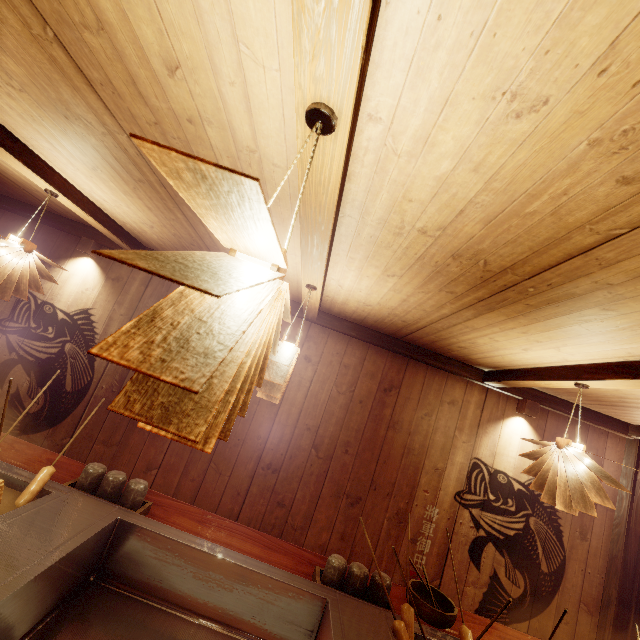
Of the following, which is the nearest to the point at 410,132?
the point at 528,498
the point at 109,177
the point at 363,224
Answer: the point at 363,224

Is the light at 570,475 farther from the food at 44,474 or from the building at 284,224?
the food at 44,474

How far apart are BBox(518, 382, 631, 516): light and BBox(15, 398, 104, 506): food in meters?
5.2 m

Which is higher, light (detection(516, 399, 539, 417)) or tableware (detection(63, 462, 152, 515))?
light (detection(516, 399, 539, 417))

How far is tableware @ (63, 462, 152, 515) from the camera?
3.17m

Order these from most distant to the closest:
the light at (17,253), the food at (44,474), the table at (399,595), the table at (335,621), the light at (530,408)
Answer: the light at (530,408)
the light at (17,253)
the table at (399,595)
the food at (44,474)
the table at (335,621)

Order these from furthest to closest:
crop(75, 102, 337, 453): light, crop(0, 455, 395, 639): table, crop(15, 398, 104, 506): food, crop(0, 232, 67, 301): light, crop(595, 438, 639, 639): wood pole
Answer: crop(595, 438, 639, 639): wood pole
crop(0, 232, 67, 301): light
crop(15, 398, 104, 506): food
crop(0, 455, 395, 639): table
crop(75, 102, 337, 453): light

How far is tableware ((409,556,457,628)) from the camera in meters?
3.3
